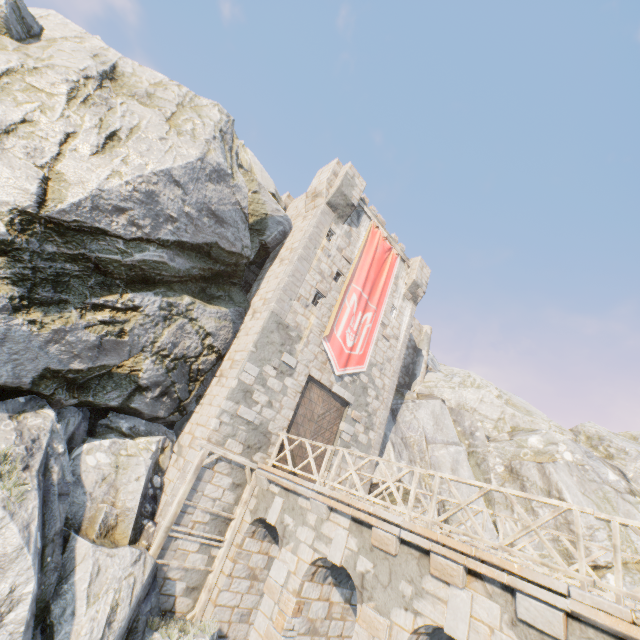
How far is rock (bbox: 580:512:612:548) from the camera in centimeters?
1653cm

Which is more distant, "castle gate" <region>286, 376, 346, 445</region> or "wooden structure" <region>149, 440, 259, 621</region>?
"castle gate" <region>286, 376, 346, 445</region>

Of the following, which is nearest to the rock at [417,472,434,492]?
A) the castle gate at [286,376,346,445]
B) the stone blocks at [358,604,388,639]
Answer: the castle gate at [286,376,346,445]

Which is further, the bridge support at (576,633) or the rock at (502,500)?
the rock at (502,500)

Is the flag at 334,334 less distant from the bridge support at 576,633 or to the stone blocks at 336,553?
the stone blocks at 336,553

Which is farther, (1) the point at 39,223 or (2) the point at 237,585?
(2) the point at 237,585

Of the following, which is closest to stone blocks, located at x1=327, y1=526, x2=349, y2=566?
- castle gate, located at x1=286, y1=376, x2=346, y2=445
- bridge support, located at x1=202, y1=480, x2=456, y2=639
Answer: bridge support, located at x1=202, y1=480, x2=456, y2=639

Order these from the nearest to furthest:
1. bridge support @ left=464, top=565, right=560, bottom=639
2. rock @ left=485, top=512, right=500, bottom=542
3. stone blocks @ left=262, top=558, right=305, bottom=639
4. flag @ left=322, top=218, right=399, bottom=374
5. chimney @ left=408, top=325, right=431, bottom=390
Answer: bridge support @ left=464, top=565, right=560, bottom=639 < stone blocks @ left=262, top=558, right=305, bottom=639 < flag @ left=322, top=218, right=399, bottom=374 < rock @ left=485, top=512, right=500, bottom=542 < chimney @ left=408, top=325, right=431, bottom=390
